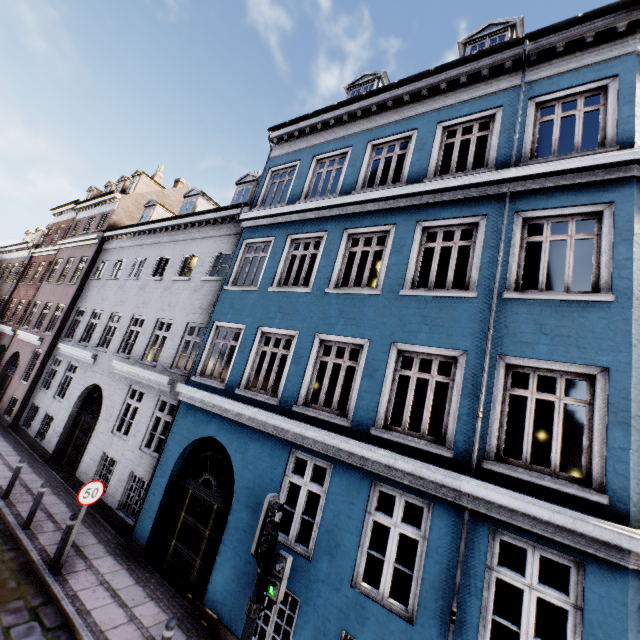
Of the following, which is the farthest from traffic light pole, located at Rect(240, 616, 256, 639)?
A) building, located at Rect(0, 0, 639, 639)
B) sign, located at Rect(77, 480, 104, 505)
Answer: sign, located at Rect(77, 480, 104, 505)

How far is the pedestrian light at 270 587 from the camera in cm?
430

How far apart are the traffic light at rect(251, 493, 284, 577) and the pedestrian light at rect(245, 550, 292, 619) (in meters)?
0.06

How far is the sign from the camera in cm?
719

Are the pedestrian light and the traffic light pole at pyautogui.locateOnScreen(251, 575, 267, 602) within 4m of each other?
yes

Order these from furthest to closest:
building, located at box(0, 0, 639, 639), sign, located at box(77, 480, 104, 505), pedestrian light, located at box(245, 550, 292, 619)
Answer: sign, located at box(77, 480, 104, 505) → building, located at box(0, 0, 639, 639) → pedestrian light, located at box(245, 550, 292, 619)

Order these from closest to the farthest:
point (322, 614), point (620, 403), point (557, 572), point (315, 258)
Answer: point (620, 403) → point (322, 614) → point (557, 572) → point (315, 258)

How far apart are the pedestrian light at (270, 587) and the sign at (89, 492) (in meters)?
5.11
